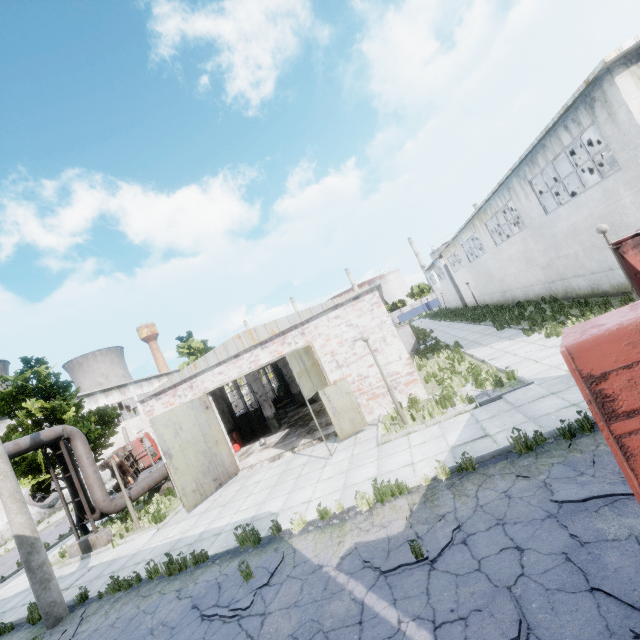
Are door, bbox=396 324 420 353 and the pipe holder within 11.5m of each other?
no

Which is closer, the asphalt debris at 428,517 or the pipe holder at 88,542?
the asphalt debris at 428,517

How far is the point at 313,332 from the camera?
13.8 meters

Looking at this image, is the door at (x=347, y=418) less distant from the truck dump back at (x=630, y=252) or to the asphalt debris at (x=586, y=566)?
the asphalt debris at (x=586, y=566)

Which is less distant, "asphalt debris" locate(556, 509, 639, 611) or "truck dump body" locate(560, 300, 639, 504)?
"truck dump body" locate(560, 300, 639, 504)

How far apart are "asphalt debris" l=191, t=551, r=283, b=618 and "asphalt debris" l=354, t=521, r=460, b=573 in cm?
166

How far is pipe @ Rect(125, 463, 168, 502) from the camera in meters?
15.3

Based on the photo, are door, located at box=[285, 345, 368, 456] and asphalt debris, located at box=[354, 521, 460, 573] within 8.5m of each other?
yes
